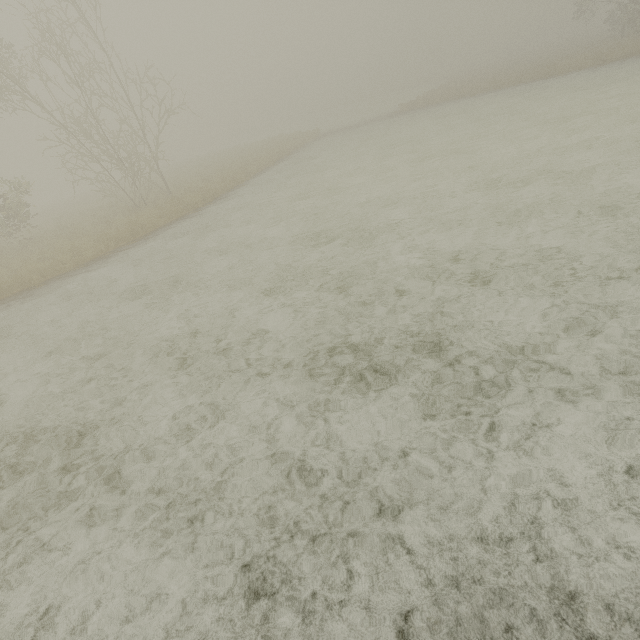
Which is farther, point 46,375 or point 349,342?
point 46,375
